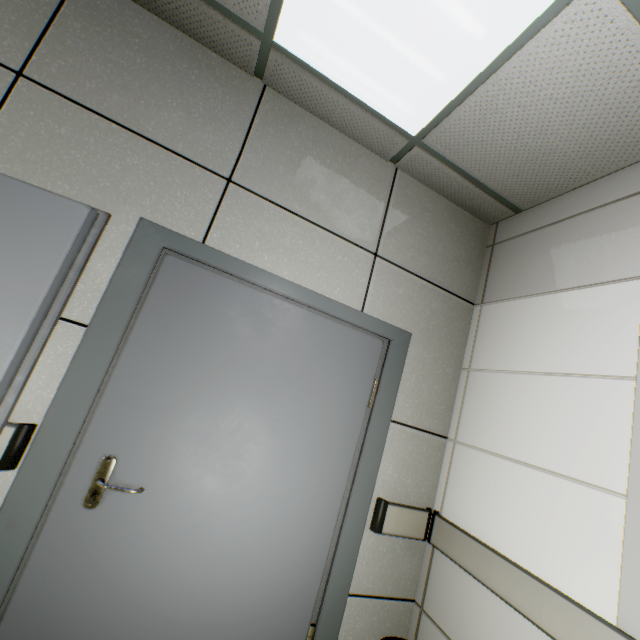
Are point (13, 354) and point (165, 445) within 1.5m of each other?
yes
